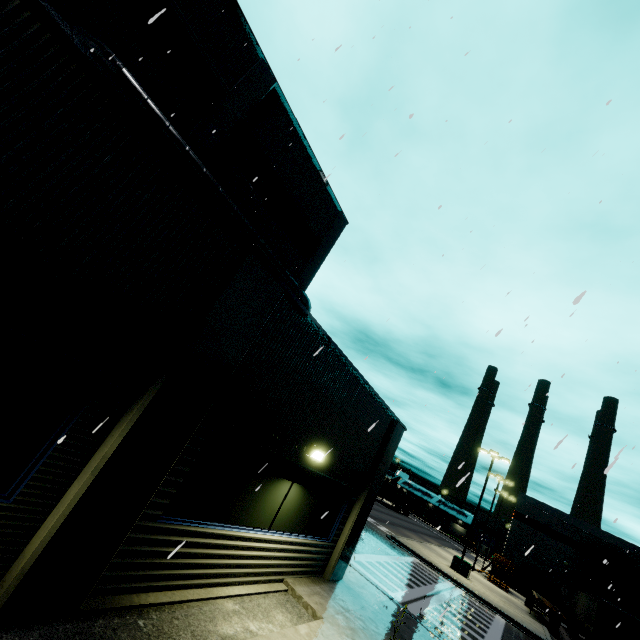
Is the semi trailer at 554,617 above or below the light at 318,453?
below

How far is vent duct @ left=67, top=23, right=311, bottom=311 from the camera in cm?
858

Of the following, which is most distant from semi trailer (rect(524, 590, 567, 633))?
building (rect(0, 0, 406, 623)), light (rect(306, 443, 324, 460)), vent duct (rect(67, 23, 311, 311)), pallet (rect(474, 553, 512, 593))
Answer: light (rect(306, 443, 324, 460))

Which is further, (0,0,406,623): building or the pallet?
the pallet

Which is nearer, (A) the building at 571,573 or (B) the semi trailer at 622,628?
(B) the semi trailer at 622,628

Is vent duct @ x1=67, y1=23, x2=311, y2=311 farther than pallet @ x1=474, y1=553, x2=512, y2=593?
No

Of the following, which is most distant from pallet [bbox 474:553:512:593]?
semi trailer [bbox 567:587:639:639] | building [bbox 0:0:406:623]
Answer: semi trailer [bbox 567:587:639:639]

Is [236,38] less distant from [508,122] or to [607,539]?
[508,122]
